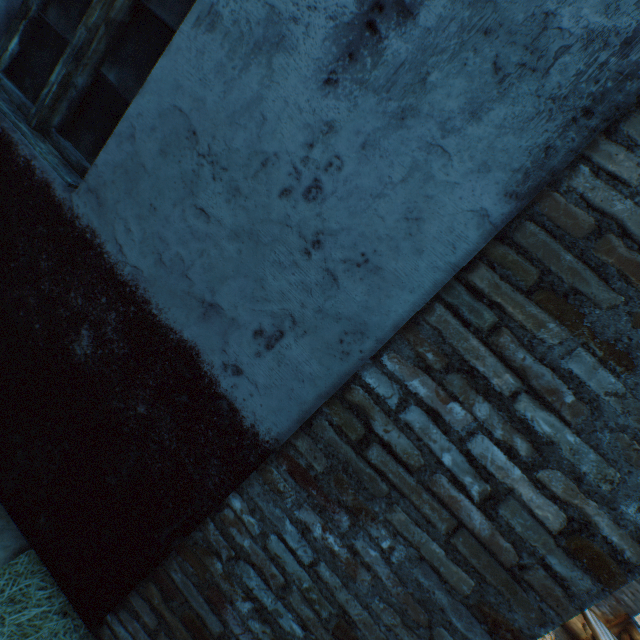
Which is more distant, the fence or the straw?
the fence

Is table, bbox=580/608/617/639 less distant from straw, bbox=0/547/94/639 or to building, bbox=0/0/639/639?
straw, bbox=0/547/94/639

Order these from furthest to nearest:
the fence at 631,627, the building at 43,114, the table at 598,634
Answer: the fence at 631,627 < the table at 598,634 < the building at 43,114

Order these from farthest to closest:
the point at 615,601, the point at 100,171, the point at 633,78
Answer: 1. the point at 615,601
2. the point at 100,171
3. the point at 633,78

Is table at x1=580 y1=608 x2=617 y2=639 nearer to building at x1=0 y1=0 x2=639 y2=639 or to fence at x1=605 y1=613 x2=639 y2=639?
fence at x1=605 y1=613 x2=639 y2=639

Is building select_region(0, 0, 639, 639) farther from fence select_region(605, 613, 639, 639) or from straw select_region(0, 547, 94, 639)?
fence select_region(605, 613, 639, 639)

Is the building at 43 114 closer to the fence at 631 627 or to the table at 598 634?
the fence at 631 627
